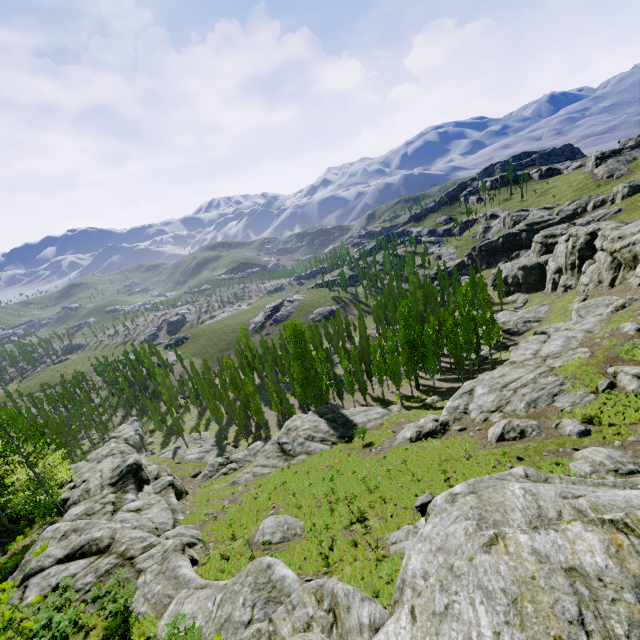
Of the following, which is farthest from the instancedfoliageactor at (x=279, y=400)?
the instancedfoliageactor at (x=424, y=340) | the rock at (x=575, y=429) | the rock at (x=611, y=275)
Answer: the rock at (x=575, y=429)

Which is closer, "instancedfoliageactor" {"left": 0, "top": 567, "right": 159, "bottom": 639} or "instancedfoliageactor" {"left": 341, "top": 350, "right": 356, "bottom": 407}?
"instancedfoliageactor" {"left": 0, "top": 567, "right": 159, "bottom": 639}

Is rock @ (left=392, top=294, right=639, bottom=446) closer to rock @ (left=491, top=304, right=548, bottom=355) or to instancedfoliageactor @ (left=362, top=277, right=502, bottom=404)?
rock @ (left=491, top=304, right=548, bottom=355)

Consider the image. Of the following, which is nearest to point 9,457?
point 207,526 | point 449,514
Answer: point 207,526

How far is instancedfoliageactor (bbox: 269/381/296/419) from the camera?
51.09m

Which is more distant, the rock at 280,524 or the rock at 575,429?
the rock at 575,429

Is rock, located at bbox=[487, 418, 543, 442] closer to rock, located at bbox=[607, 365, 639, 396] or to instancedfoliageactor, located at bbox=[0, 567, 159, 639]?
rock, located at bbox=[607, 365, 639, 396]

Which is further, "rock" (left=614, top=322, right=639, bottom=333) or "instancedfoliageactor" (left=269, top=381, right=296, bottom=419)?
"instancedfoliageactor" (left=269, top=381, right=296, bottom=419)
